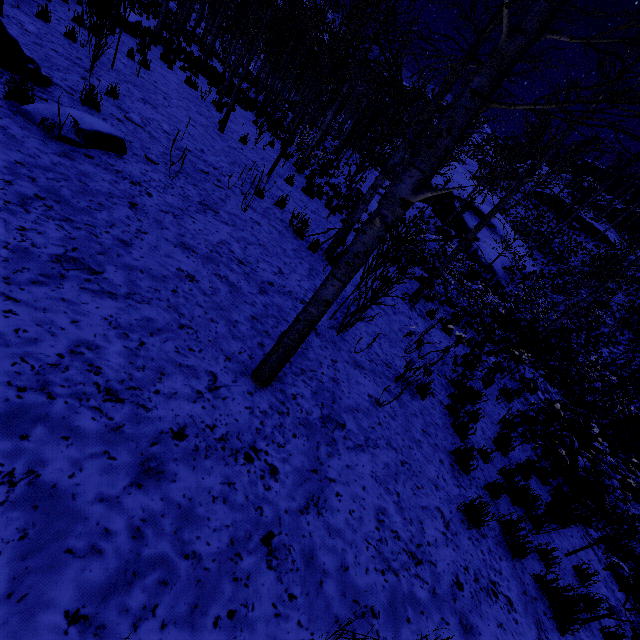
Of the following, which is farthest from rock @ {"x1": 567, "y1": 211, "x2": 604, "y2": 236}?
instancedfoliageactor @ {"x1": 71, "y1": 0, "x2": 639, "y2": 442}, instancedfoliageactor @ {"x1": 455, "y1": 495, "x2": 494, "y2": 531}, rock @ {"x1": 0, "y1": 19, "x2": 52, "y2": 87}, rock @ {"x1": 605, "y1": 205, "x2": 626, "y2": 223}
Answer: rock @ {"x1": 0, "y1": 19, "x2": 52, "y2": 87}

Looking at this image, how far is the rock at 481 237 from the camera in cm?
2386

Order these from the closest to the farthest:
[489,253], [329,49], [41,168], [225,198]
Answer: [41,168] → [225,198] → [329,49] → [489,253]

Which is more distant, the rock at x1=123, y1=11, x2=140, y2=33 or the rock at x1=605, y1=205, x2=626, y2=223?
the rock at x1=605, y1=205, x2=626, y2=223

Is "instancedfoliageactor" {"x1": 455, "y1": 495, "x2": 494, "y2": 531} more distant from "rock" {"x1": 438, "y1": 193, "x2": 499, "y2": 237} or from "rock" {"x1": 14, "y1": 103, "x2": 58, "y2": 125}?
"rock" {"x1": 438, "y1": 193, "x2": 499, "y2": 237}

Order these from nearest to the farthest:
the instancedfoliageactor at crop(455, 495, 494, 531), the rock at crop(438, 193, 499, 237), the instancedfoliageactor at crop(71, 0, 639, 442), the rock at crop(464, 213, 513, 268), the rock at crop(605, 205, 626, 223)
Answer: the instancedfoliageactor at crop(71, 0, 639, 442)
the instancedfoliageactor at crop(455, 495, 494, 531)
the rock at crop(464, 213, 513, 268)
the rock at crop(438, 193, 499, 237)
the rock at crop(605, 205, 626, 223)

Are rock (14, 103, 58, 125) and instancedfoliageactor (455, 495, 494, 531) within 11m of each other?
yes
